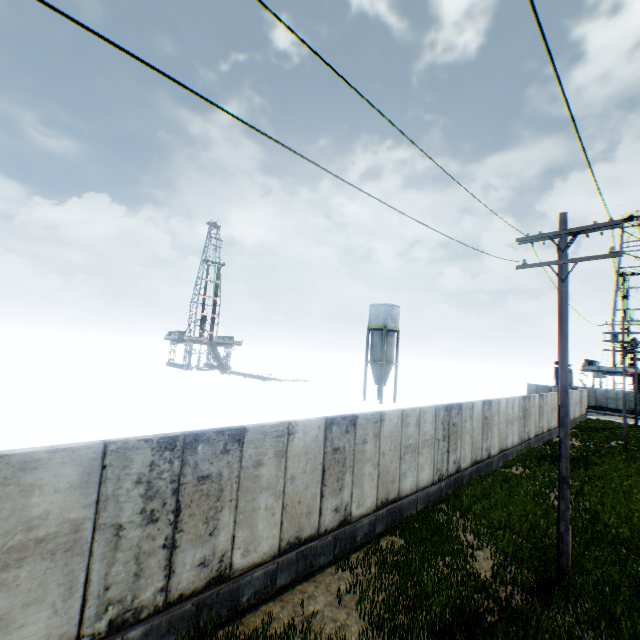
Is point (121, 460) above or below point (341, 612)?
above

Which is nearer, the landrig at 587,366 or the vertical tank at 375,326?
the vertical tank at 375,326

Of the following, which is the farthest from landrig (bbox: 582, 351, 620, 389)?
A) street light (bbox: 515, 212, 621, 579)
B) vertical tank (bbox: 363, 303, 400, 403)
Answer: street light (bbox: 515, 212, 621, 579)

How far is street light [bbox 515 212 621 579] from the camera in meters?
8.1 m

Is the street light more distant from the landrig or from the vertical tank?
the landrig

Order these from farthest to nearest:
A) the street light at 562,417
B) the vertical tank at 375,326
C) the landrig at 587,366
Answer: the landrig at 587,366 → the vertical tank at 375,326 → the street light at 562,417

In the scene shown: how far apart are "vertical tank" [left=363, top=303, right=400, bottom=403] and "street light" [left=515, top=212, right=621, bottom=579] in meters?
31.3 m
